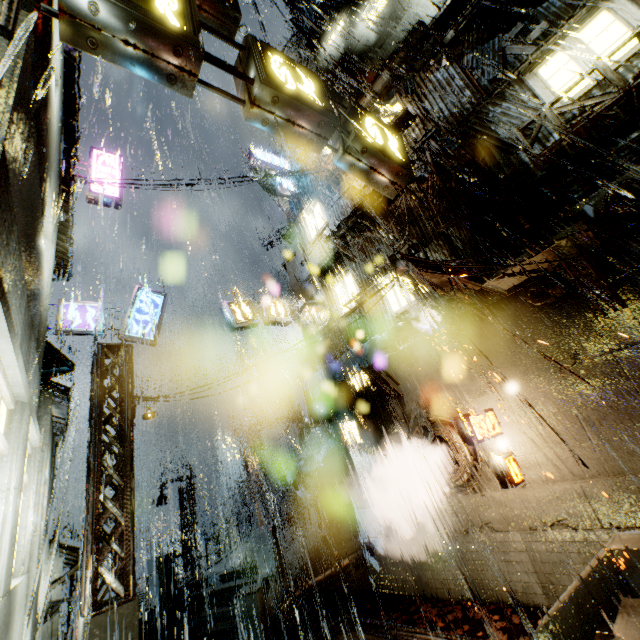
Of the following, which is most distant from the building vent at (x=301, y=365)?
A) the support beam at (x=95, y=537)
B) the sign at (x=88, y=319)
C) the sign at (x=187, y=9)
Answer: the sign at (x=187, y=9)

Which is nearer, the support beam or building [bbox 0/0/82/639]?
building [bbox 0/0/82/639]

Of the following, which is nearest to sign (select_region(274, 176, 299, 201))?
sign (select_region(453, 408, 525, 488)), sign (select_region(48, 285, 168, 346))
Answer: sign (select_region(48, 285, 168, 346))

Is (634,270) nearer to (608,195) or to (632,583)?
(608,195)

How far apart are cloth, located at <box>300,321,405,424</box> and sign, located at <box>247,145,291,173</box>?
13.4m

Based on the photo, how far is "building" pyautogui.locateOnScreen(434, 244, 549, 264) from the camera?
8.3 meters

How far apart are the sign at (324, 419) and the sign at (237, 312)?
4.53m

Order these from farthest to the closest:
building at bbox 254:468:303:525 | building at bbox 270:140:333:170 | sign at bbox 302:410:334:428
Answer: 1. building at bbox 254:468:303:525
2. building at bbox 270:140:333:170
3. sign at bbox 302:410:334:428
